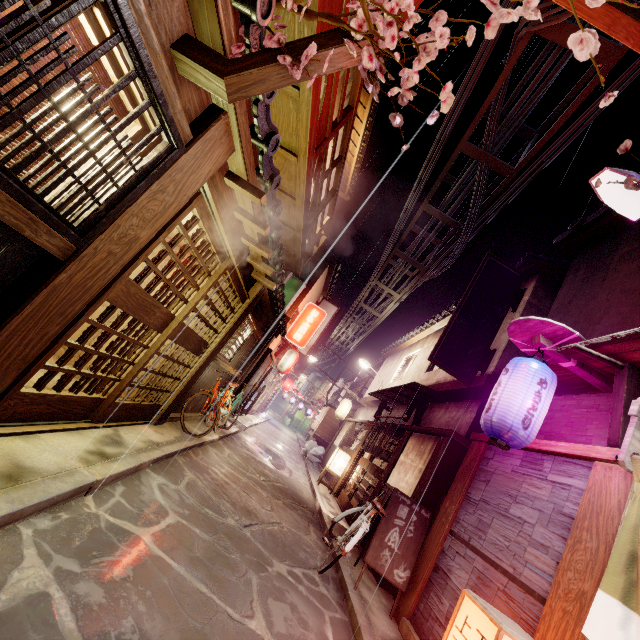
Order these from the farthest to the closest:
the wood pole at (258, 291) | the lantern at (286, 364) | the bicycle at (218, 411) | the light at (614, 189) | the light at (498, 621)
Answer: the lantern at (286, 364), the bicycle at (218, 411), the wood pole at (258, 291), the light at (614, 189), the light at (498, 621)

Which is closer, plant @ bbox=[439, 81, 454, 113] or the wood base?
plant @ bbox=[439, 81, 454, 113]

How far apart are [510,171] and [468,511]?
11.45m

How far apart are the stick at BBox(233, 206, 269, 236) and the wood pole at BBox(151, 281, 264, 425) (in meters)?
4.28

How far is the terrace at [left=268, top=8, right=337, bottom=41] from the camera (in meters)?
6.10

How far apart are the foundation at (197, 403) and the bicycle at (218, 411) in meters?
0.1 m

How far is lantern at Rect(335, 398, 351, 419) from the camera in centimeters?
3017cm

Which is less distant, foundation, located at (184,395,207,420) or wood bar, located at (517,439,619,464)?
wood bar, located at (517,439,619,464)
